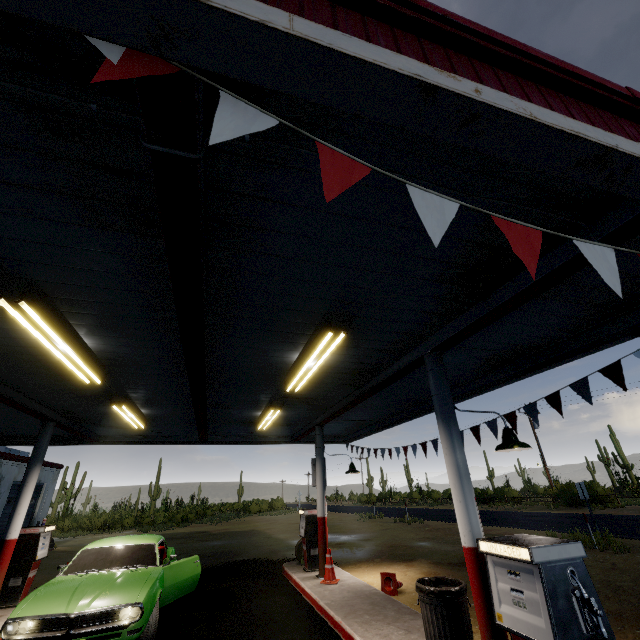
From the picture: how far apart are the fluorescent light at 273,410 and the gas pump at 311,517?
2.7 meters

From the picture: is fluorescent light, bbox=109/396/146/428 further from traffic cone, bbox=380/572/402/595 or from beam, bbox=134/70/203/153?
traffic cone, bbox=380/572/402/595

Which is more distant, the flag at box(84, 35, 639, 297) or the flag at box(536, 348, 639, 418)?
the flag at box(536, 348, 639, 418)

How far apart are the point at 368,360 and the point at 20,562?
9.4m

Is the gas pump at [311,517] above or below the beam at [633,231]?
below

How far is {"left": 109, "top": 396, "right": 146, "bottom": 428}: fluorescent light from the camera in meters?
7.1

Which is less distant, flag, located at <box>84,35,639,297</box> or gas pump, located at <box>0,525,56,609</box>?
flag, located at <box>84,35,639,297</box>

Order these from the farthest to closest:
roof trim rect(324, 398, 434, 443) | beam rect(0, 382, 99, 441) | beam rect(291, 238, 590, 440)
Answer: roof trim rect(324, 398, 434, 443) → beam rect(0, 382, 99, 441) → beam rect(291, 238, 590, 440)
